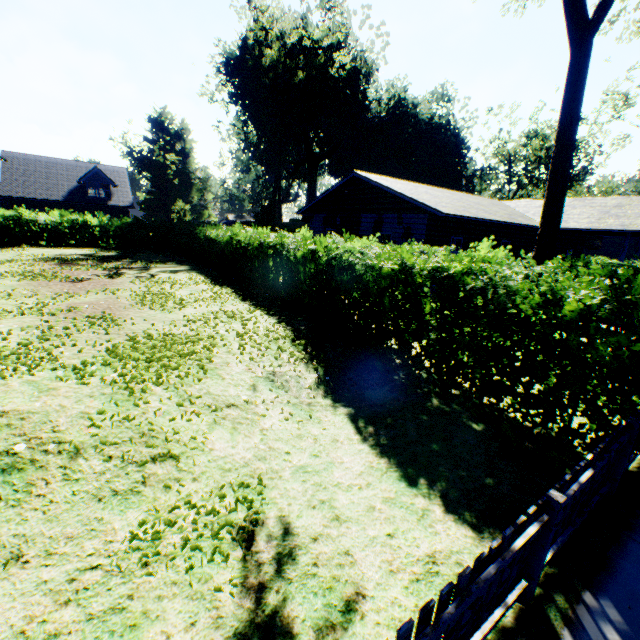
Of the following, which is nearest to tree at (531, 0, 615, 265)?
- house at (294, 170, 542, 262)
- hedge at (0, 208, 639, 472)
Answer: house at (294, 170, 542, 262)

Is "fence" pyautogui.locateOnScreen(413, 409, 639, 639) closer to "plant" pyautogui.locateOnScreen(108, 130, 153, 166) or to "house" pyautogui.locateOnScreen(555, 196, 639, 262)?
"house" pyautogui.locateOnScreen(555, 196, 639, 262)

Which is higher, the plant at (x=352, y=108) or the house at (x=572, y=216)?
the plant at (x=352, y=108)

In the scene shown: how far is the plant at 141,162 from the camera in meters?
55.2 m

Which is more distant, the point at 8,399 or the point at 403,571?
the point at 8,399

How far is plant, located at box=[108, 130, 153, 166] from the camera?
55.2m
